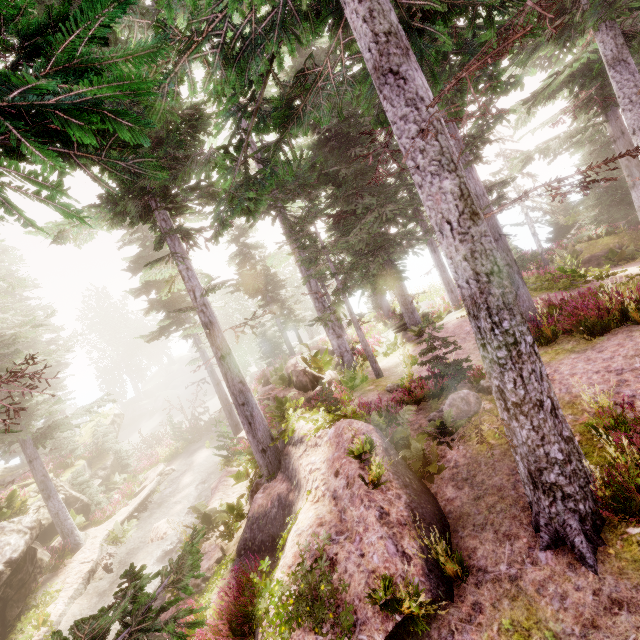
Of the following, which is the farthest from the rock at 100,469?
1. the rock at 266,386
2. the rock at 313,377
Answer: the rock at 313,377

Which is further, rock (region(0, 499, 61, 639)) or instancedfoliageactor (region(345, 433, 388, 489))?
rock (region(0, 499, 61, 639))

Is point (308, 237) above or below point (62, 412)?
above

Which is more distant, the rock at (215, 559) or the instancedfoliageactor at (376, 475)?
the rock at (215, 559)

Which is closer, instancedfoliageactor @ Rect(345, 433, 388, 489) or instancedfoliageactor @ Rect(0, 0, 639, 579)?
instancedfoliageactor @ Rect(0, 0, 639, 579)

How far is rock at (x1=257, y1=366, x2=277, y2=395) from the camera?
19.72m

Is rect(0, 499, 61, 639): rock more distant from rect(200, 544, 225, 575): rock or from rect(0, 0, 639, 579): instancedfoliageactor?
rect(200, 544, 225, 575): rock

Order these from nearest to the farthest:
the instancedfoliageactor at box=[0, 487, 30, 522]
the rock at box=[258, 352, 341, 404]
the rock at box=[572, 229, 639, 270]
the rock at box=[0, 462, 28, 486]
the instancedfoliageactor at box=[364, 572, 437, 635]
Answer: the instancedfoliageactor at box=[364, 572, 437, 635] → the instancedfoliageactor at box=[0, 487, 30, 522] → the rock at box=[258, 352, 341, 404] → the rock at box=[572, 229, 639, 270] → the rock at box=[0, 462, 28, 486]
